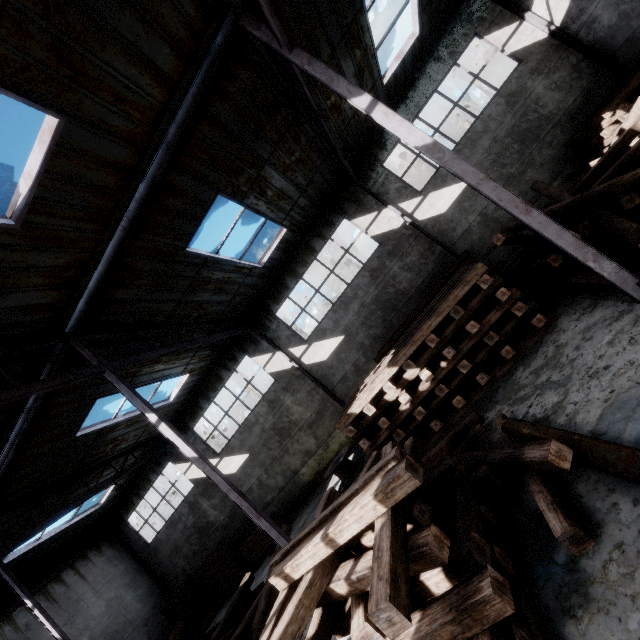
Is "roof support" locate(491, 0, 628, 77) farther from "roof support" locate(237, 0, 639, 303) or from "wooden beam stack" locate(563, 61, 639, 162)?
"roof support" locate(237, 0, 639, 303)

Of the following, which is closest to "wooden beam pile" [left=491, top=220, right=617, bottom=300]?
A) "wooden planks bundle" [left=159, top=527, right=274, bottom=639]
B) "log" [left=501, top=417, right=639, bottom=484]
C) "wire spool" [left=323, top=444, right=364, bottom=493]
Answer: "log" [left=501, top=417, right=639, bottom=484]

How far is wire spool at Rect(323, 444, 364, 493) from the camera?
11.4m

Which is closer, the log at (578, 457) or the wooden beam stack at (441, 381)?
the log at (578, 457)

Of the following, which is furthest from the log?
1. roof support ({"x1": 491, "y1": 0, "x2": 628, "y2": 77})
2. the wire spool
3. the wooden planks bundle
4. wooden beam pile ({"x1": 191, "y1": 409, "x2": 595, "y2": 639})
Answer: the wooden planks bundle

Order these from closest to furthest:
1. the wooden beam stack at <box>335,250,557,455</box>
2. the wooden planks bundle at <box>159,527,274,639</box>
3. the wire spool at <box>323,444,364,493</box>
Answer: the wooden beam stack at <box>335,250,557,455</box>
the wire spool at <box>323,444,364,493</box>
the wooden planks bundle at <box>159,527,274,639</box>

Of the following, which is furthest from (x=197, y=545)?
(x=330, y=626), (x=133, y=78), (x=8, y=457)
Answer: (x=133, y=78)

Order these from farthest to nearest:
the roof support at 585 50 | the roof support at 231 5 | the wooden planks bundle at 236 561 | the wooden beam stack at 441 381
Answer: the wooden planks bundle at 236 561
the roof support at 585 50
the wooden beam stack at 441 381
the roof support at 231 5
